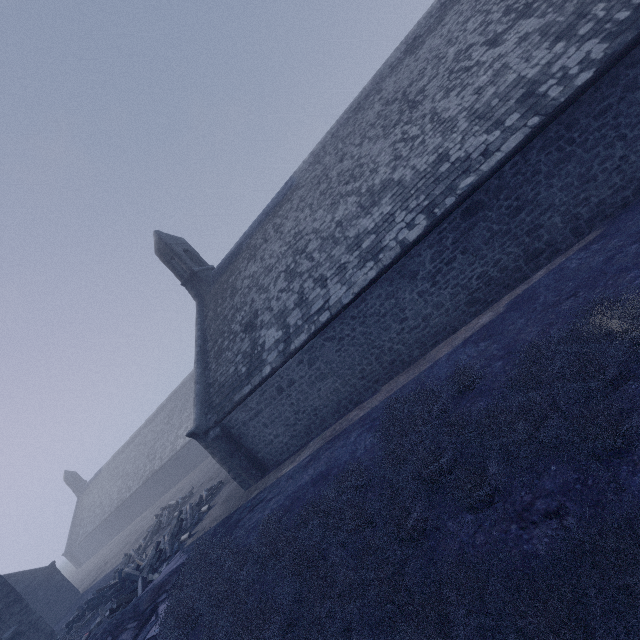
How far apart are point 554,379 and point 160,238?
19.1m
